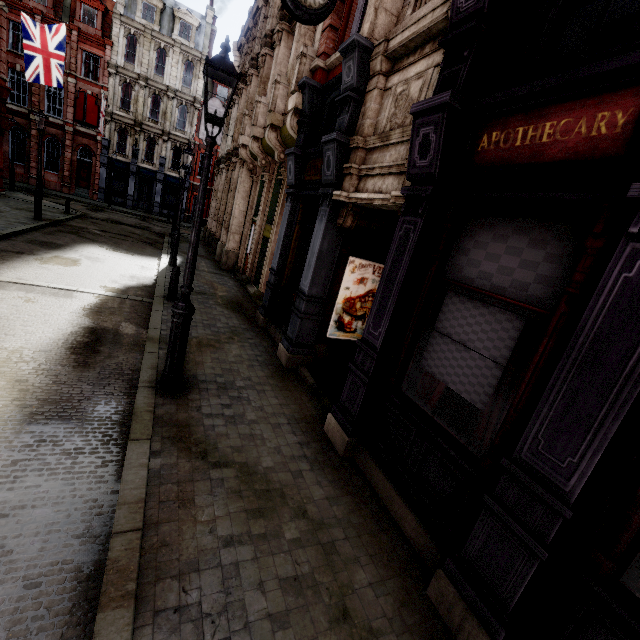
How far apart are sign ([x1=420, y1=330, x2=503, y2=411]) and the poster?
3.2 meters

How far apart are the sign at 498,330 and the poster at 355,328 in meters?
3.2

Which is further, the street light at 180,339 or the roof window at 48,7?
the roof window at 48,7

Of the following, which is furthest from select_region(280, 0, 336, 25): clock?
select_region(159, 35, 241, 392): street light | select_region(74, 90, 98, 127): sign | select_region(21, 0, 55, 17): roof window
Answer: select_region(21, 0, 55, 17): roof window

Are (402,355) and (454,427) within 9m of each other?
yes

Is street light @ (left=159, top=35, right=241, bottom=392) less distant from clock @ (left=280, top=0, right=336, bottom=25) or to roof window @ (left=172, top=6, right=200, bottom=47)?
clock @ (left=280, top=0, right=336, bottom=25)

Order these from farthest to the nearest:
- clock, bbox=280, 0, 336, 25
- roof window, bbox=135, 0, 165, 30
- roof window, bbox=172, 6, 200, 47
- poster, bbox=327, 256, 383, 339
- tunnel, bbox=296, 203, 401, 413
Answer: roof window, bbox=172, 6, 200, 47 < roof window, bbox=135, 0, 165, 30 < poster, bbox=327, 256, 383, 339 < tunnel, bbox=296, 203, 401, 413 < clock, bbox=280, 0, 336, 25

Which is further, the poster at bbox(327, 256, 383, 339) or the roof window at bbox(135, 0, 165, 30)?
the roof window at bbox(135, 0, 165, 30)
